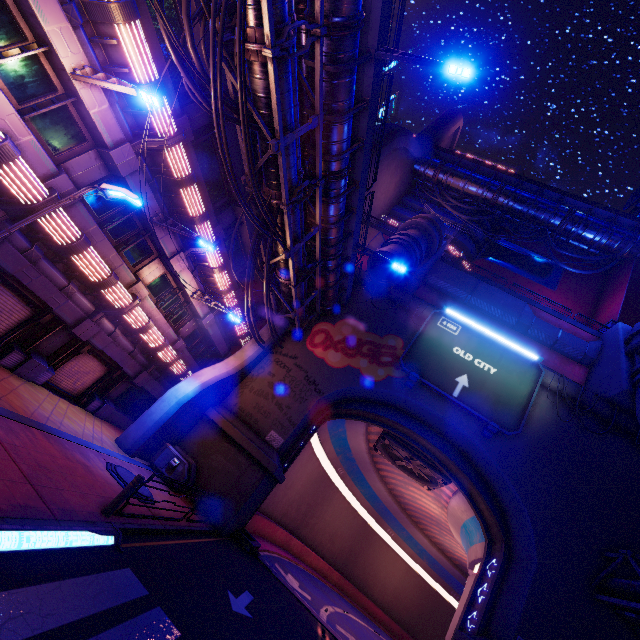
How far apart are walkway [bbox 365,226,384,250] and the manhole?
23.74m

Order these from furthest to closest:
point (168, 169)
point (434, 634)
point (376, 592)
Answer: point (434, 634), point (376, 592), point (168, 169)

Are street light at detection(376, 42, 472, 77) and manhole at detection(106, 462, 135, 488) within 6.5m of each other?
no

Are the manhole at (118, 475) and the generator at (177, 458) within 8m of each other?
yes

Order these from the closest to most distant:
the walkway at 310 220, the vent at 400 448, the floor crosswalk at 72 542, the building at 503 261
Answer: the floor crosswalk at 72 542, the walkway at 310 220, the building at 503 261, the vent at 400 448

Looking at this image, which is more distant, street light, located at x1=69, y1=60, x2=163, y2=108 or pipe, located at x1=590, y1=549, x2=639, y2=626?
pipe, located at x1=590, y1=549, x2=639, y2=626

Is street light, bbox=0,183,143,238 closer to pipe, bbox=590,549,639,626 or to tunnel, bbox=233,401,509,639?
tunnel, bbox=233,401,509,639

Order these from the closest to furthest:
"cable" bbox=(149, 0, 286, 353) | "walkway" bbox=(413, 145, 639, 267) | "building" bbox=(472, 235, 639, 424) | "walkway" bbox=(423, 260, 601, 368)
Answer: "cable" bbox=(149, 0, 286, 353) < "building" bbox=(472, 235, 639, 424) < "walkway" bbox=(423, 260, 601, 368) < "walkway" bbox=(413, 145, 639, 267)
